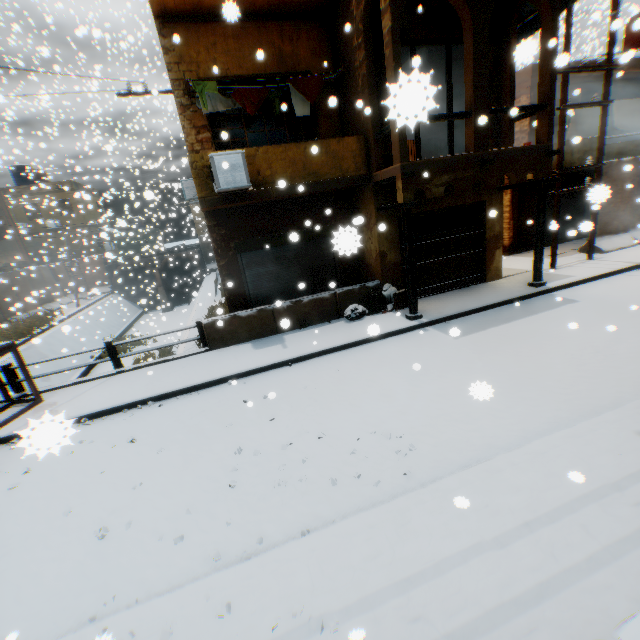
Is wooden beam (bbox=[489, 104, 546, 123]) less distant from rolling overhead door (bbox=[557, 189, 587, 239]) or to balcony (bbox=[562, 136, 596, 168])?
balcony (bbox=[562, 136, 596, 168])

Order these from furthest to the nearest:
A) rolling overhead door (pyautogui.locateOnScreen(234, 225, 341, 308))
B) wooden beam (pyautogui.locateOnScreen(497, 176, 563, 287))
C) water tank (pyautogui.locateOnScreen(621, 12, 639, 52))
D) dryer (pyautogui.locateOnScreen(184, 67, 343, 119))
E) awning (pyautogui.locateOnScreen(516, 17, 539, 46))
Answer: rolling overhead door (pyautogui.locateOnScreen(234, 225, 341, 308)) < awning (pyautogui.locateOnScreen(516, 17, 539, 46)) < wooden beam (pyautogui.locateOnScreen(497, 176, 563, 287)) < dryer (pyautogui.locateOnScreen(184, 67, 343, 119)) < water tank (pyautogui.locateOnScreen(621, 12, 639, 52))

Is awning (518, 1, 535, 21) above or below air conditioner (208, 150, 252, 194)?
above

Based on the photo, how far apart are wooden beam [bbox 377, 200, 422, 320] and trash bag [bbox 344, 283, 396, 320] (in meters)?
0.82

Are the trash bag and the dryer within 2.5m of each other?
no

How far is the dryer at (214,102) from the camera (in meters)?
8.11

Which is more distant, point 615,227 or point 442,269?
point 615,227

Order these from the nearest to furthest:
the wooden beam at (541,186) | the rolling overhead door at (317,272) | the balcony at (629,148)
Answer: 1. the wooden beam at (541,186)
2. the rolling overhead door at (317,272)
3. the balcony at (629,148)
